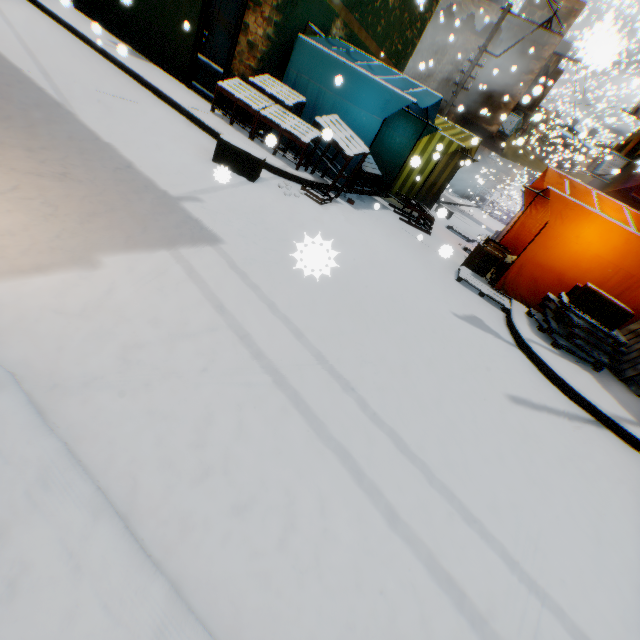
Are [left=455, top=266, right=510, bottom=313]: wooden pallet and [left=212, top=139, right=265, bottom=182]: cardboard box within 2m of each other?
no

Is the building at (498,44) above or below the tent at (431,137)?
above

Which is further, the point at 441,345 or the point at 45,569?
the point at 441,345

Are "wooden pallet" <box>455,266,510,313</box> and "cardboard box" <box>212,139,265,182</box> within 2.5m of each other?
no

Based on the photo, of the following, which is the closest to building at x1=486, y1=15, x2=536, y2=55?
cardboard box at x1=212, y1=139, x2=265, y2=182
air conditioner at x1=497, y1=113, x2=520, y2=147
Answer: air conditioner at x1=497, y1=113, x2=520, y2=147

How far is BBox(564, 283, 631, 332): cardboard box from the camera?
4.9 meters

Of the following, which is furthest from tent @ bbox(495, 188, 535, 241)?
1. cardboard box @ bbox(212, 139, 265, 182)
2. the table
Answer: cardboard box @ bbox(212, 139, 265, 182)

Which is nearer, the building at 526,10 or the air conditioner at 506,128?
the building at 526,10
